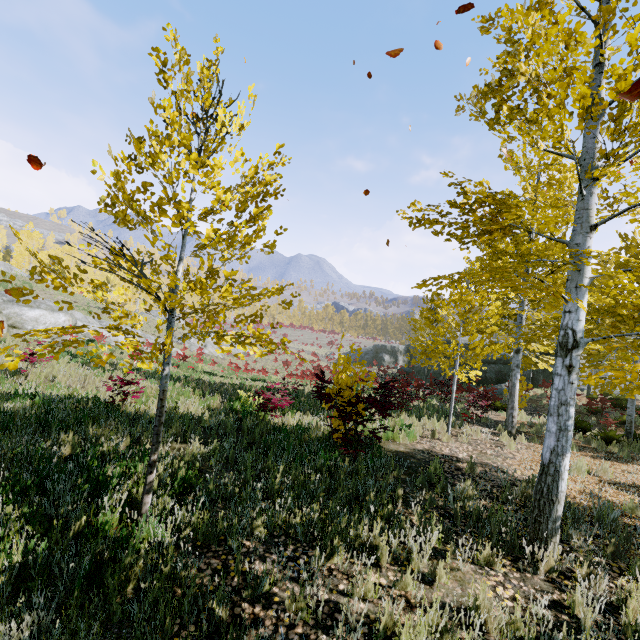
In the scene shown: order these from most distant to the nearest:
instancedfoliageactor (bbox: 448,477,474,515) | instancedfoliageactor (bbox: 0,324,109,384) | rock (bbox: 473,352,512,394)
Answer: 1. rock (bbox: 473,352,512,394)
2. instancedfoliageactor (bbox: 448,477,474,515)
3. instancedfoliageactor (bbox: 0,324,109,384)

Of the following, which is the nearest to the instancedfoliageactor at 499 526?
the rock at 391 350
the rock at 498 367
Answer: the rock at 498 367

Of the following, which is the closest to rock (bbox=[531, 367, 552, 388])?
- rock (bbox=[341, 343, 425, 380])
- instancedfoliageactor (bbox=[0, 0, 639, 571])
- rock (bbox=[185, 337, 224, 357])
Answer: instancedfoliageactor (bbox=[0, 0, 639, 571])

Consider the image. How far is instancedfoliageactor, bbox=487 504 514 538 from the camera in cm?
443

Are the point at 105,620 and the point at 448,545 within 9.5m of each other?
yes

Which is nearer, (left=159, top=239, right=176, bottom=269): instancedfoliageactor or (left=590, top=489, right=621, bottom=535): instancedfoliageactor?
(left=159, top=239, right=176, bottom=269): instancedfoliageactor

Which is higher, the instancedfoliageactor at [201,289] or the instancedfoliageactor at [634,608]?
the instancedfoliageactor at [201,289]

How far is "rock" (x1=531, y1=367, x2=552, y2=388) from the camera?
25.5m
